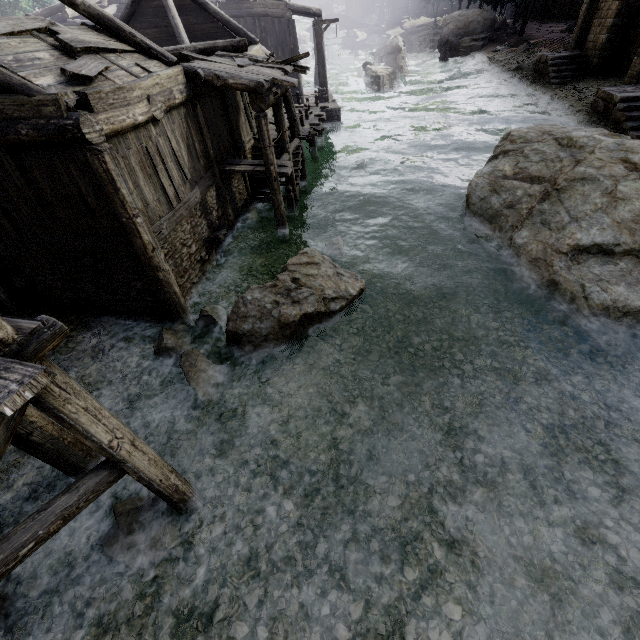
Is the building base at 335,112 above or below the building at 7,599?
above

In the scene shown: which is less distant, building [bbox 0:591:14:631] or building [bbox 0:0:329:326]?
building [bbox 0:591:14:631]

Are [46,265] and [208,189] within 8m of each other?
yes

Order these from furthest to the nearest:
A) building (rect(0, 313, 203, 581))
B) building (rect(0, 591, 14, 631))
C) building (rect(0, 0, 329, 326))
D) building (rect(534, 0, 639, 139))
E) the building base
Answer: the building base → building (rect(534, 0, 639, 139)) → building (rect(0, 0, 329, 326)) → building (rect(0, 591, 14, 631)) → building (rect(0, 313, 203, 581))

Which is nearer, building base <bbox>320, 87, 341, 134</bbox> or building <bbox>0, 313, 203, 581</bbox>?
building <bbox>0, 313, 203, 581</bbox>

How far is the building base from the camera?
22.7 meters

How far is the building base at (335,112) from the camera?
22.7m
